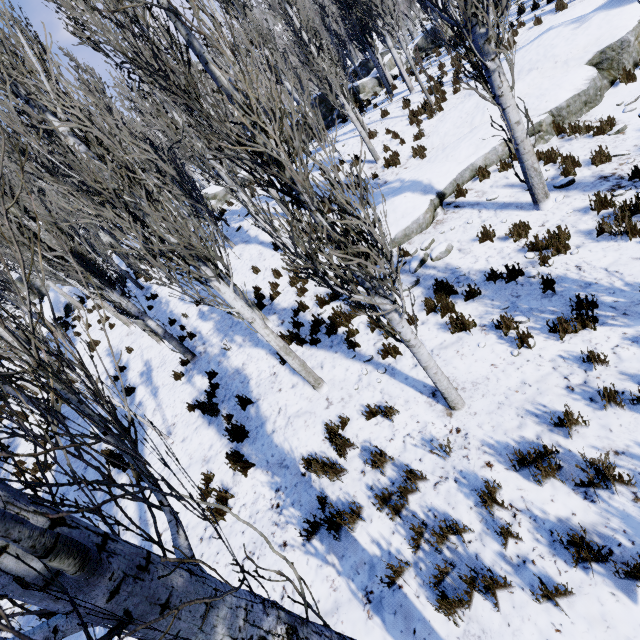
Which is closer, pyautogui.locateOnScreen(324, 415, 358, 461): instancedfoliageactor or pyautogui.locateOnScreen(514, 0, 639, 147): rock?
pyautogui.locateOnScreen(324, 415, 358, 461): instancedfoliageactor

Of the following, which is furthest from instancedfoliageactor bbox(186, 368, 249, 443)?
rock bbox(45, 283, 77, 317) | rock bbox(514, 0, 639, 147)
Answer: rock bbox(45, 283, 77, 317)

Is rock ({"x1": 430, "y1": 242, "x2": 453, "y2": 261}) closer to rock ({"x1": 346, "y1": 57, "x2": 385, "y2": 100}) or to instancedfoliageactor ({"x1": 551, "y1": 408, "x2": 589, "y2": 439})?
instancedfoliageactor ({"x1": 551, "y1": 408, "x2": 589, "y2": 439})

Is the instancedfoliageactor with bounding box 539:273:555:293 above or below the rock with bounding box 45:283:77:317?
below

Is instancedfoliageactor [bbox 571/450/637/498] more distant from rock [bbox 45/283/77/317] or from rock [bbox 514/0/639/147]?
rock [bbox 45/283/77/317]

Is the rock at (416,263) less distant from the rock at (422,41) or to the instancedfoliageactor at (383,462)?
the instancedfoliageactor at (383,462)

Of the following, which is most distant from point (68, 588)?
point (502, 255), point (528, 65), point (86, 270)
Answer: point (528, 65)

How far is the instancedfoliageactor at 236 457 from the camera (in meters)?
5.81
